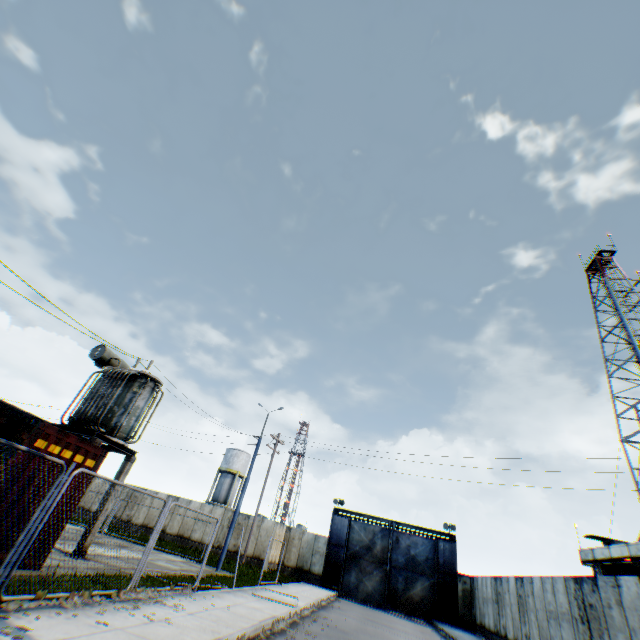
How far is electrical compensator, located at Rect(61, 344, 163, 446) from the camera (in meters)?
12.53

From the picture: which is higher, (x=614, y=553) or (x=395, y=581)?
(x=614, y=553)

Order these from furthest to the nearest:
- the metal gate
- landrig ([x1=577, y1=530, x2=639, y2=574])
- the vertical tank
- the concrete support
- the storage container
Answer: the vertical tank, the metal gate, landrig ([x1=577, y1=530, x2=639, y2=574]), the concrete support, the storage container

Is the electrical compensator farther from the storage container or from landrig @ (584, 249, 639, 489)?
landrig @ (584, 249, 639, 489)

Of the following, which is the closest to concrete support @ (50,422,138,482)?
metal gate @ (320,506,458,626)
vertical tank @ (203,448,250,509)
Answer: metal gate @ (320,506,458,626)

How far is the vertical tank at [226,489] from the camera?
46.43m

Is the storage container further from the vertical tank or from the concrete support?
the vertical tank

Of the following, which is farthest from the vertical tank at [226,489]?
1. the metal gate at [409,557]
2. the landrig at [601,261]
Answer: the landrig at [601,261]
